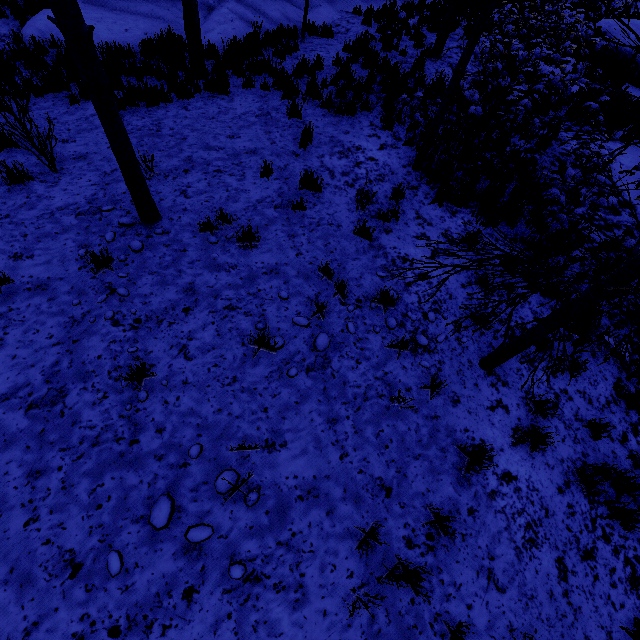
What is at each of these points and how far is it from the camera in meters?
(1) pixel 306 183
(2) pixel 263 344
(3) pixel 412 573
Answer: (1) instancedfoliageactor, 5.7
(2) instancedfoliageactor, 4.0
(3) instancedfoliageactor, 3.0

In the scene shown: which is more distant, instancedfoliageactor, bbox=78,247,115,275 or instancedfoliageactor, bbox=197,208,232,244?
instancedfoliageactor, bbox=197,208,232,244

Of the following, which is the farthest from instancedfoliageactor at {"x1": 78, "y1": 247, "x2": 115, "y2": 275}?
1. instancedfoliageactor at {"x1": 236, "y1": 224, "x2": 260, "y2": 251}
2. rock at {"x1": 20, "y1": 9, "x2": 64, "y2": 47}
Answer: instancedfoliageactor at {"x1": 236, "y1": 224, "x2": 260, "y2": 251}

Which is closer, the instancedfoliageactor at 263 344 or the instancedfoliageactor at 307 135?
the instancedfoliageactor at 263 344

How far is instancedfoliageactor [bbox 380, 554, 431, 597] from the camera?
3.0m

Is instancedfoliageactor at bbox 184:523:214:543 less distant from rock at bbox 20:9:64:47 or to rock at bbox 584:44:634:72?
rock at bbox 20:9:64:47

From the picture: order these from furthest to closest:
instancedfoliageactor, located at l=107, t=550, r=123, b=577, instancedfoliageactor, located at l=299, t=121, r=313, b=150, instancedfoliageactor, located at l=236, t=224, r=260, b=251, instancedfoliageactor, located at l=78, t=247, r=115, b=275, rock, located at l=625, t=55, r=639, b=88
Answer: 1. rock, located at l=625, t=55, r=639, b=88
2. instancedfoliageactor, located at l=299, t=121, r=313, b=150
3. instancedfoliageactor, located at l=236, t=224, r=260, b=251
4. instancedfoliageactor, located at l=78, t=247, r=115, b=275
5. instancedfoliageactor, located at l=107, t=550, r=123, b=577

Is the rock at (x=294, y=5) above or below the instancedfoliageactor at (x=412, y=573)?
below
